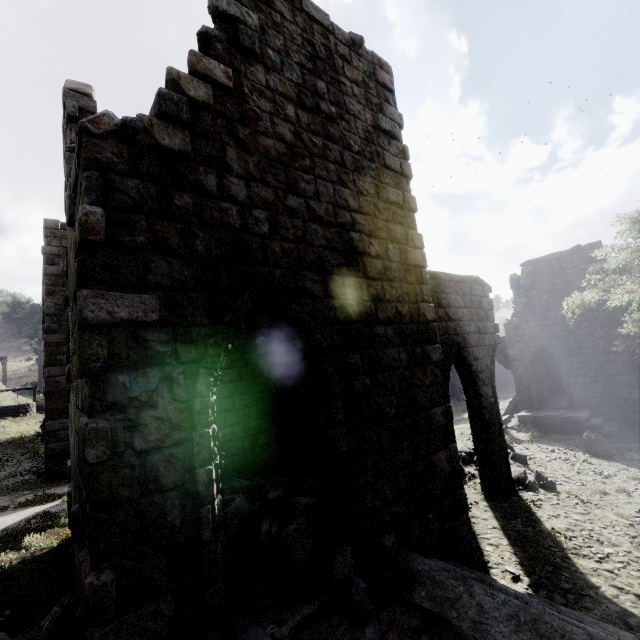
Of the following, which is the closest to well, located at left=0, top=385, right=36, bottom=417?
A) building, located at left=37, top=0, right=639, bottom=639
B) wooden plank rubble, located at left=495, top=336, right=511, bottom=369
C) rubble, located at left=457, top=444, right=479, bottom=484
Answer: building, located at left=37, top=0, right=639, bottom=639

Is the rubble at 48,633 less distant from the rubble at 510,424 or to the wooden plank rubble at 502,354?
the rubble at 510,424

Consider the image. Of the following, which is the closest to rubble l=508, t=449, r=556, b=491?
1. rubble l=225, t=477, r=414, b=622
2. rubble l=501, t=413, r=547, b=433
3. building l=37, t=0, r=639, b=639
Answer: building l=37, t=0, r=639, b=639

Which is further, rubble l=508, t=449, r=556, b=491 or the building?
rubble l=508, t=449, r=556, b=491

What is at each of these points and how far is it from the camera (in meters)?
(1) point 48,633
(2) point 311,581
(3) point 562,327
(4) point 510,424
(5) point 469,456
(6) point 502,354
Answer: (1) rubble, 3.47
(2) rubble, 4.13
(3) building, 20.17
(4) rubble, 20.03
(5) rubble, 11.80
(6) wooden plank rubble, 23.88

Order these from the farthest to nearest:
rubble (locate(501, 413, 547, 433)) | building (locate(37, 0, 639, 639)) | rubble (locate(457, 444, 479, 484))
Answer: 1. rubble (locate(501, 413, 547, 433))
2. rubble (locate(457, 444, 479, 484))
3. building (locate(37, 0, 639, 639))

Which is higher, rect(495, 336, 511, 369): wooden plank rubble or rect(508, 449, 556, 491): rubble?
rect(495, 336, 511, 369): wooden plank rubble

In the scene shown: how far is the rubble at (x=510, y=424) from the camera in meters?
18.6 m
